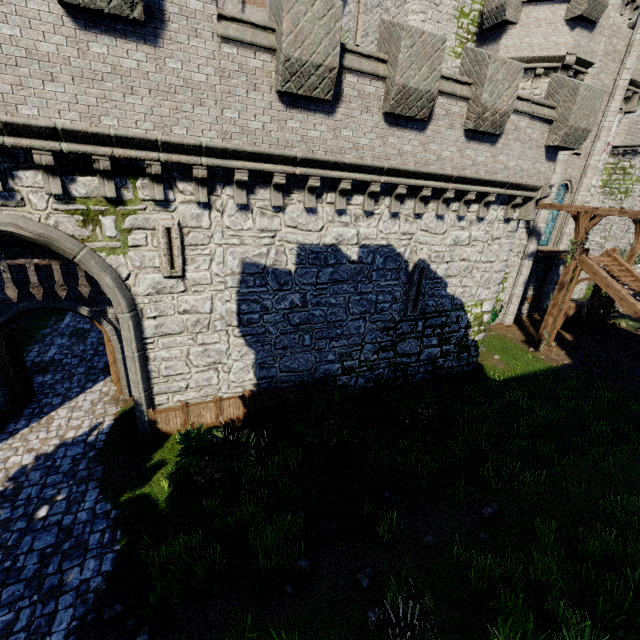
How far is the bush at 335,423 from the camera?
9.9m

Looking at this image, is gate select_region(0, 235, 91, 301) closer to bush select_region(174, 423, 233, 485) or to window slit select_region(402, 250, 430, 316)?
bush select_region(174, 423, 233, 485)

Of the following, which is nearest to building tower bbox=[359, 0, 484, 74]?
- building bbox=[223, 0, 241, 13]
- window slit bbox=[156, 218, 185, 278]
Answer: building bbox=[223, 0, 241, 13]

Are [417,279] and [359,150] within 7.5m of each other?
yes

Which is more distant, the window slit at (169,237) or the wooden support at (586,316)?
the wooden support at (586,316)

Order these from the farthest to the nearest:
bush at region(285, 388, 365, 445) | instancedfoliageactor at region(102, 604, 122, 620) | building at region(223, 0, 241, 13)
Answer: building at region(223, 0, 241, 13) → bush at region(285, 388, 365, 445) → instancedfoliageactor at region(102, 604, 122, 620)

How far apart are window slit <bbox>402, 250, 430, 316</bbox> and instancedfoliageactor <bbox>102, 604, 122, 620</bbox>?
11.04m

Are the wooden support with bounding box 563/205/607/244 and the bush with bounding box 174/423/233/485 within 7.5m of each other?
no
